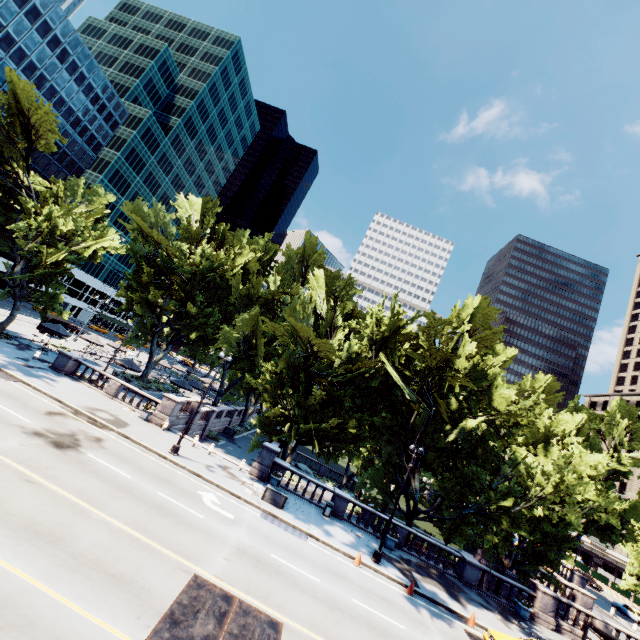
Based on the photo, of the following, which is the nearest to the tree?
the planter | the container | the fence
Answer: the planter

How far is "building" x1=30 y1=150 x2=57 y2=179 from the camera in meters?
56.9

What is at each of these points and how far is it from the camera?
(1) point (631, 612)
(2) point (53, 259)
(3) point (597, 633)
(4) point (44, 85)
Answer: (1) vehicle, 40.0m
(2) tree, 26.3m
(3) bus stop, 19.3m
(4) building, 53.8m

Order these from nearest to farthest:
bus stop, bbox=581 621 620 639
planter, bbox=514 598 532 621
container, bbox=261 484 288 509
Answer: bus stop, bbox=581 621 620 639, container, bbox=261 484 288 509, planter, bbox=514 598 532 621

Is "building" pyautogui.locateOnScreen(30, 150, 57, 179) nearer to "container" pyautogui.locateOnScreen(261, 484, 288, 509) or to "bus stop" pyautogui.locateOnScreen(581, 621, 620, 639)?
"container" pyautogui.locateOnScreen(261, 484, 288, 509)

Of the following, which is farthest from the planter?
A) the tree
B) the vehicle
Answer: the vehicle

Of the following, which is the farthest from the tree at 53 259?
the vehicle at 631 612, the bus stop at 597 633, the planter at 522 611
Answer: the vehicle at 631 612

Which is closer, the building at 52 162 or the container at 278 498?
the container at 278 498
